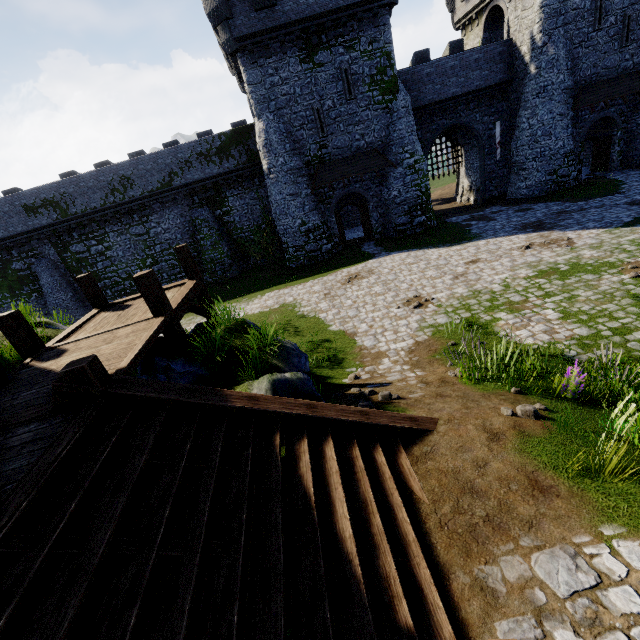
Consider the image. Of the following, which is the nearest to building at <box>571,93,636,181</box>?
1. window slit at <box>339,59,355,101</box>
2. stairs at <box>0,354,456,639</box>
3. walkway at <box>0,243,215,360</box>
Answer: window slit at <box>339,59,355,101</box>

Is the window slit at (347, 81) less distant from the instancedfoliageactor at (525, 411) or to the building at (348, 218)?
the building at (348, 218)

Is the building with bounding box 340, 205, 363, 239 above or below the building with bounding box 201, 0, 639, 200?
below

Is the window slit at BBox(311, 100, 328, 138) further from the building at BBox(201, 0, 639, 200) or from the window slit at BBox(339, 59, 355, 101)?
the window slit at BBox(339, 59, 355, 101)

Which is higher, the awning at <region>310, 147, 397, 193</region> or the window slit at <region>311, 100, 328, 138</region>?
the window slit at <region>311, 100, 328, 138</region>

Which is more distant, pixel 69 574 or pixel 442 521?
pixel 442 521

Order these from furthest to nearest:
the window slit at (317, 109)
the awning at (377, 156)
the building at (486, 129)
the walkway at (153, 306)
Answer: the awning at (377, 156) → the window slit at (317, 109) → the building at (486, 129) → the walkway at (153, 306)

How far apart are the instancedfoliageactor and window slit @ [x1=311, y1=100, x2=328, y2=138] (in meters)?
21.81
